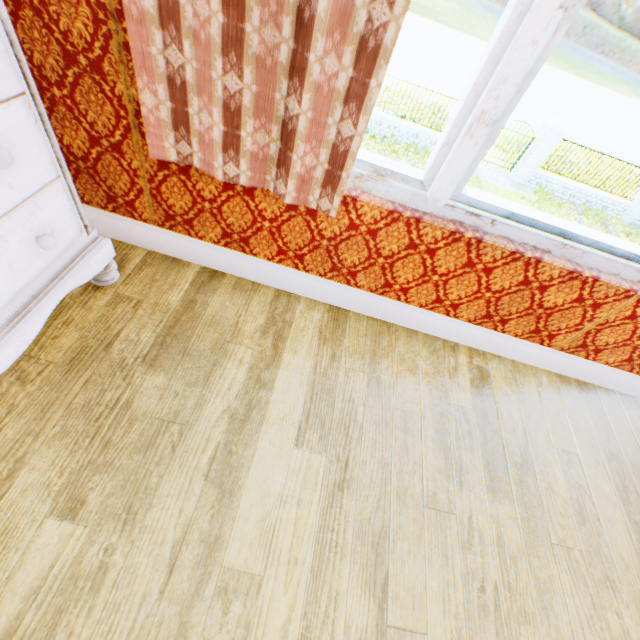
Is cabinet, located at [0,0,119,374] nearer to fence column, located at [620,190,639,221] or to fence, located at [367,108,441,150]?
fence, located at [367,108,441,150]

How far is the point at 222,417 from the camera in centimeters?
125cm

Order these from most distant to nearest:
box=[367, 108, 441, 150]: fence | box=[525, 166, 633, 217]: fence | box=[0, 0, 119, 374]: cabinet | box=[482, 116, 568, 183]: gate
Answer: box=[525, 166, 633, 217]: fence < box=[367, 108, 441, 150]: fence < box=[482, 116, 568, 183]: gate < box=[0, 0, 119, 374]: cabinet

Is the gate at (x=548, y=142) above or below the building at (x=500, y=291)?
below

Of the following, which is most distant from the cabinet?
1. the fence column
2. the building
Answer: the fence column

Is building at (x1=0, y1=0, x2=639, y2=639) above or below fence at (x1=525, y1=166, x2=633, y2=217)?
above

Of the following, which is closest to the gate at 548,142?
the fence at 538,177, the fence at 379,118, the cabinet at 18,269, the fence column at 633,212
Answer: the fence at 538,177

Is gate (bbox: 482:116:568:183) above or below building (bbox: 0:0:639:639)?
below
